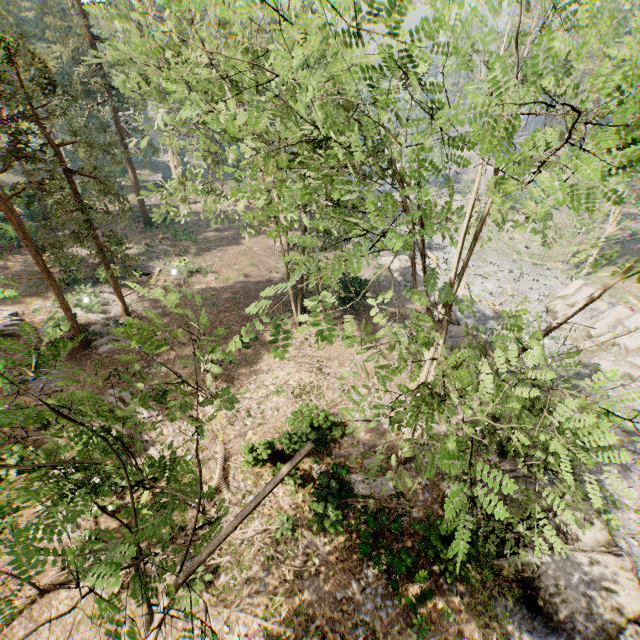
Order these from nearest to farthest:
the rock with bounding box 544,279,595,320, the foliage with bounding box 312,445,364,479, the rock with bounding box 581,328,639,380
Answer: the foliage with bounding box 312,445,364,479
the rock with bounding box 581,328,639,380
the rock with bounding box 544,279,595,320

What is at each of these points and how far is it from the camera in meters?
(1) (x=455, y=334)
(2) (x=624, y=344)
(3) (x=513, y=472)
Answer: (1) rock, 23.5 m
(2) rock, 27.8 m
(3) rock, 16.0 m

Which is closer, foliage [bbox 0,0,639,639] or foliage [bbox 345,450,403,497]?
foliage [bbox 0,0,639,639]

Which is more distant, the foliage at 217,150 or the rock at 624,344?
the rock at 624,344

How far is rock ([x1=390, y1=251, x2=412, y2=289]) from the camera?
32.0 meters

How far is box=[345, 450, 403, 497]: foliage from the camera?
5.27m

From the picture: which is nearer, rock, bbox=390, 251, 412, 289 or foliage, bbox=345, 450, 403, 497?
foliage, bbox=345, 450, 403, 497

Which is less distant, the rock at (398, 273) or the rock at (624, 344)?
the rock at (624, 344)
